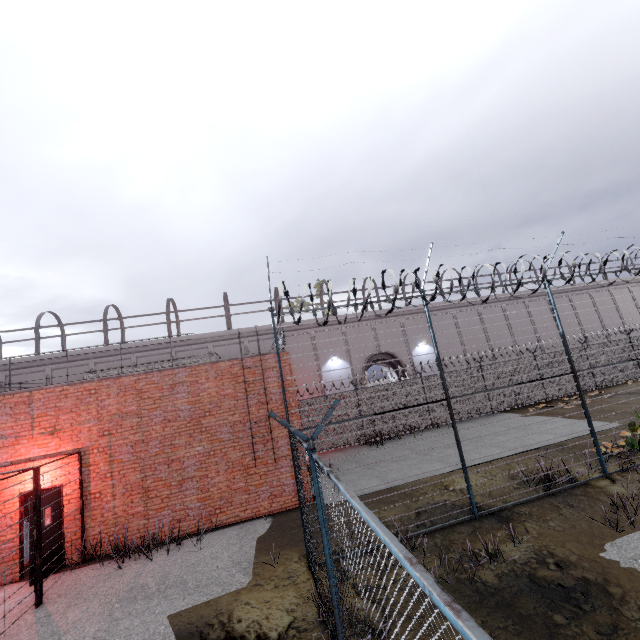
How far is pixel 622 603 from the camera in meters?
4.5
